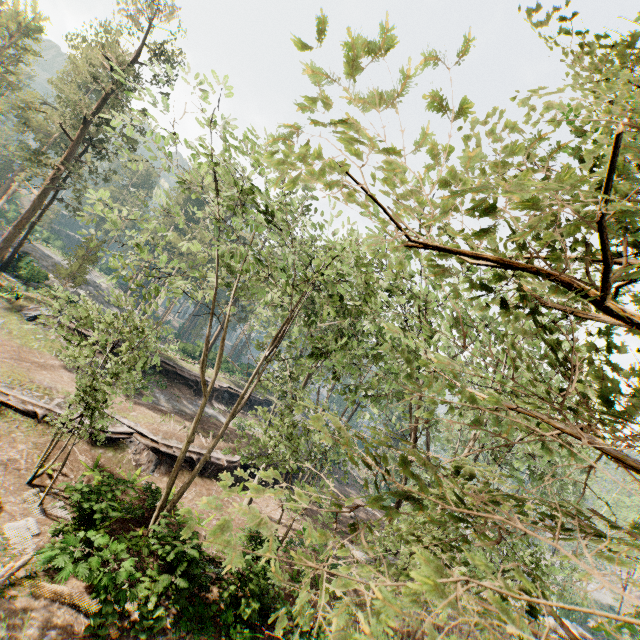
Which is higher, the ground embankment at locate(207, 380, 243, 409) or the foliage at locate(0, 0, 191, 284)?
the foliage at locate(0, 0, 191, 284)

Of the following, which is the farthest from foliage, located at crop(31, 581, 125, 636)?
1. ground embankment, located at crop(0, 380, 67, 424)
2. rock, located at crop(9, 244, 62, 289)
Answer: ground embankment, located at crop(0, 380, 67, 424)

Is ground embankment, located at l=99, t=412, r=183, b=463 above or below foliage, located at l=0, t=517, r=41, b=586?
above

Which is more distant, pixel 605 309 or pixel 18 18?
pixel 18 18

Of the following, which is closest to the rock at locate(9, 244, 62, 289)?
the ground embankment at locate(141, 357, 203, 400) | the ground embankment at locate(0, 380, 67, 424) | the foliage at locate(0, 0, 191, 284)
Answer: the foliage at locate(0, 0, 191, 284)

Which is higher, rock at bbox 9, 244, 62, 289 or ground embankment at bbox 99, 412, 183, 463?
rock at bbox 9, 244, 62, 289

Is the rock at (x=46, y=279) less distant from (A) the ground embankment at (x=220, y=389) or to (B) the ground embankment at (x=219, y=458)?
(A) the ground embankment at (x=220, y=389)

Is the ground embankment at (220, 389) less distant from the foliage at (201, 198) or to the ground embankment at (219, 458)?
the foliage at (201, 198)
